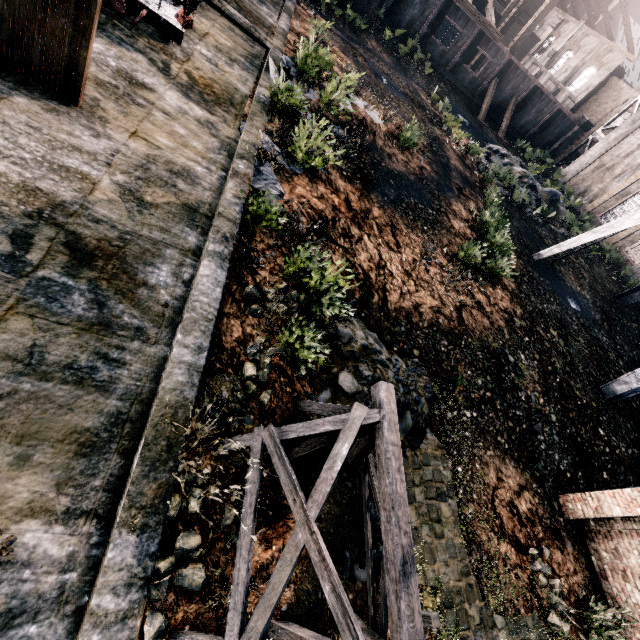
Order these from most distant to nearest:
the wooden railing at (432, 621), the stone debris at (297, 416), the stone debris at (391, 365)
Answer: the stone debris at (391, 365) → the stone debris at (297, 416) → the wooden railing at (432, 621)

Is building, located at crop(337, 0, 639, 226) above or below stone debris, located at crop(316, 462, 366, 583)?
above

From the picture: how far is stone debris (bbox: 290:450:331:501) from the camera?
6.25m

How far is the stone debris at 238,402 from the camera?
5.9 meters

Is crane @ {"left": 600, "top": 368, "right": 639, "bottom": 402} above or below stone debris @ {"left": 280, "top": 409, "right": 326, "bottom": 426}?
above

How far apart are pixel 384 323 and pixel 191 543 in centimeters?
792cm

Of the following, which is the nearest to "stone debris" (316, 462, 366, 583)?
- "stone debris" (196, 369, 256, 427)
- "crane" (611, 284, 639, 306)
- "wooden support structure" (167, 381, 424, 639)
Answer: "wooden support structure" (167, 381, 424, 639)

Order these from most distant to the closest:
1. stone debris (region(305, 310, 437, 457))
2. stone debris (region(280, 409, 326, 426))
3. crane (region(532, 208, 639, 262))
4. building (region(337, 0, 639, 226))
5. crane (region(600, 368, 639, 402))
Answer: building (region(337, 0, 639, 226)) < crane (region(532, 208, 639, 262)) < crane (region(600, 368, 639, 402)) < stone debris (region(305, 310, 437, 457)) < stone debris (region(280, 409, 326, 426))
